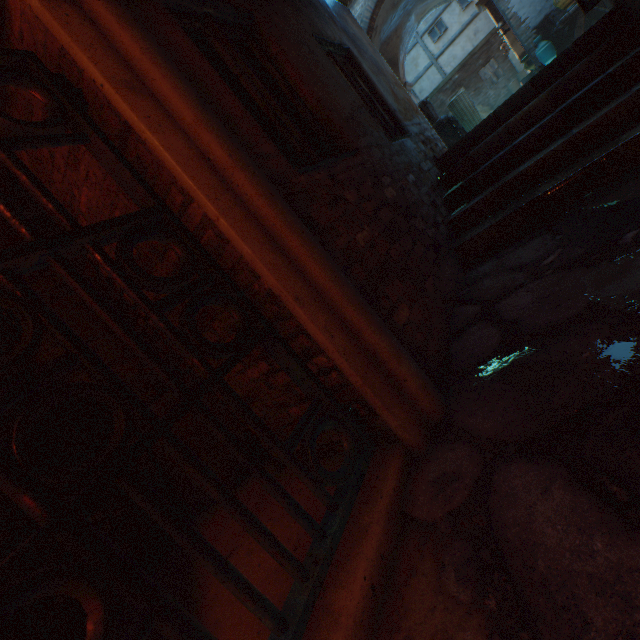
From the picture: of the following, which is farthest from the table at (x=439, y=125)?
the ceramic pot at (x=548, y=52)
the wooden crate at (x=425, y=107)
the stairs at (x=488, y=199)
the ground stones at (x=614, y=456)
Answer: the ground stones at (x=614, y=456)

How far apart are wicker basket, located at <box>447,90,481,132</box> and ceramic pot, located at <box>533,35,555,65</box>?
3.61m

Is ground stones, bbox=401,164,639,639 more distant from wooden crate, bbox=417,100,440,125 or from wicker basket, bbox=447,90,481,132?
wicker basket, bbox=447,90,481,132

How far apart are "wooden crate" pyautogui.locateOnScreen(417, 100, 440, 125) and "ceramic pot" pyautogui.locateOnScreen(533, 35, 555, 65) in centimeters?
452cm

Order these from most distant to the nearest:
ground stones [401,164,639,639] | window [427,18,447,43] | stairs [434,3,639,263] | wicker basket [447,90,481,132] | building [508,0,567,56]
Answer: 1. window [427,18,447,43]
2. building [508,0,567,56]
3. wicker basket [447,90,481,132]
4. stairs [434,3,639,263]
5. ground stones [401,164,639,639]

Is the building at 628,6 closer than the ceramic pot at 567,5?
Yes

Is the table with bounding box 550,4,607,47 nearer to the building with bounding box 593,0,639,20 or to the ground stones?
the building with bounding box 593,0,639,20

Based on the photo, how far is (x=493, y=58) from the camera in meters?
19.7 m
